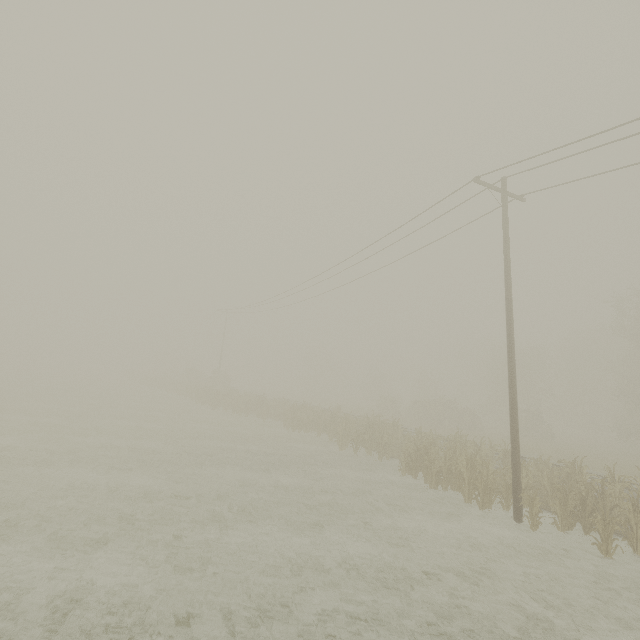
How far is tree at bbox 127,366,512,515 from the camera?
12.1 meters

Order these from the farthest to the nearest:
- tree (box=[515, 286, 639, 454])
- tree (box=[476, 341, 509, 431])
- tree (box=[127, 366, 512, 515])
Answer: tree (box=[476, 341, 509, 431]) < tree (box=[515, 286, 639, 454]) < tree (box=[127, 366, 512, 515])

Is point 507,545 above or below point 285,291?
below

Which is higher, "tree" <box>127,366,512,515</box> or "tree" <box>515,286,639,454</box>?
"tree" <box>515,286,639,454</box>

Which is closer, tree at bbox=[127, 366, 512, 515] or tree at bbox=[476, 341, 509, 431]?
tree at bbox=[127, 366, 512, 515]

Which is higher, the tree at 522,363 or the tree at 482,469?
the tree at 522,363

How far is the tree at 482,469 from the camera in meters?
12.1
